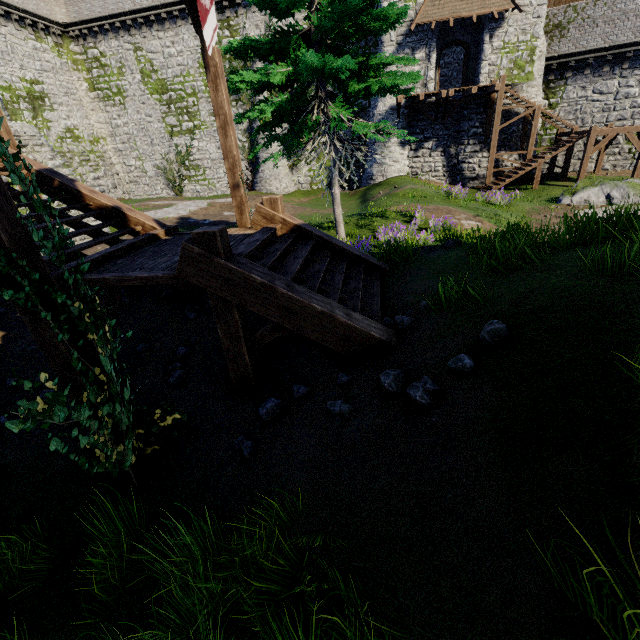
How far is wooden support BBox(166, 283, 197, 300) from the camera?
7.8m

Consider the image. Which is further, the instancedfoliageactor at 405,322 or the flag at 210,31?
the flag at 210,31

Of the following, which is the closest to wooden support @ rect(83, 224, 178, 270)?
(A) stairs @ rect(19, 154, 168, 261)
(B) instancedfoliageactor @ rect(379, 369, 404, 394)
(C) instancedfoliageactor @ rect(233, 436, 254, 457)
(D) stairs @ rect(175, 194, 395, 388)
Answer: (A) stairs @ rect(19, 154, 168, 261)

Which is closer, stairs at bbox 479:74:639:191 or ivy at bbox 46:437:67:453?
ivy at bbox 46:437:67:453

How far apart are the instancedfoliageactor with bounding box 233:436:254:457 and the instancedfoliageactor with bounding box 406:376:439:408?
2.0 meters

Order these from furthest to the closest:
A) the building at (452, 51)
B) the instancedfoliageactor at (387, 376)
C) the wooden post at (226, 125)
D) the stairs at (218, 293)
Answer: the building at (452, 51) < the wooden post at (226, 125) < the stairs at (218, 293) < the instancedfoliageactor at (387, 376)

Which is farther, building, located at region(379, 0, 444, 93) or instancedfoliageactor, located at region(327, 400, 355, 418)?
building, located at region(379, 0, 444, 93)

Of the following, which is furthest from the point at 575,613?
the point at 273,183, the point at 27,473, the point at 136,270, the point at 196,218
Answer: the point at 273,183
